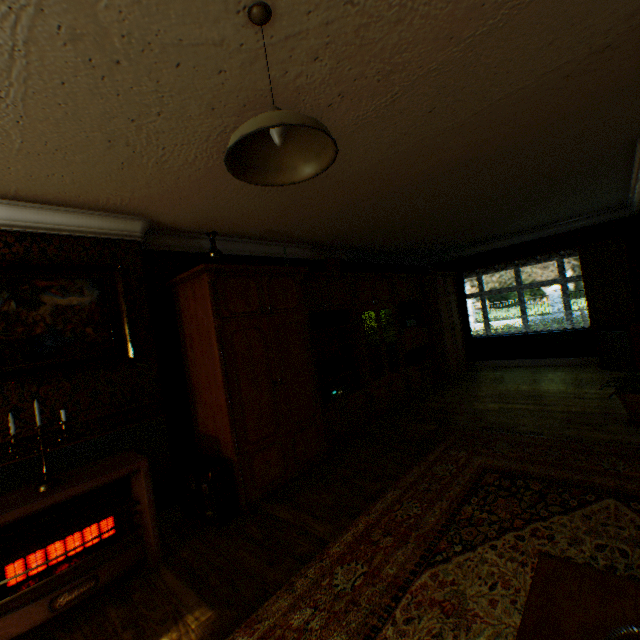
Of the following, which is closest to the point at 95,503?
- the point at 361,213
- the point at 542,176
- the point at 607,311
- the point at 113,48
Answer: the point at 113,48

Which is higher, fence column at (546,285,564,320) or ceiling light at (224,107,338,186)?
ceiling light at (224,107,338,186)

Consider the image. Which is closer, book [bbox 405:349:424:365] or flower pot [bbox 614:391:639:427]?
flower pot [bbox 614:391:639:427]

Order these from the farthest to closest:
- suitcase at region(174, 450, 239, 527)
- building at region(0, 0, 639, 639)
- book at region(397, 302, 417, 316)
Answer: book at region(397, 302, 417, 316), suitcase at region(174, 450, 239, 527), building at region(0, 0, 639, 639)

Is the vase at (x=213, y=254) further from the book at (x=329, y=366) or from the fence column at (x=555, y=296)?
the fence column at (x=555, y=296)

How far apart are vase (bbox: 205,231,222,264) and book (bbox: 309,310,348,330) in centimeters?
139cm

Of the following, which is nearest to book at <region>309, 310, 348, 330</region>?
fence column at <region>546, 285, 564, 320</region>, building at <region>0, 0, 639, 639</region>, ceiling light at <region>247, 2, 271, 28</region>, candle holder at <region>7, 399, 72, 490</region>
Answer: building at <region>0, 0, 639, 639</region>

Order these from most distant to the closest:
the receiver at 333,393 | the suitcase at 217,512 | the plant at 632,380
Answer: the receiver at 333,393
the plant at 632,380
the suitcase at 217,512
